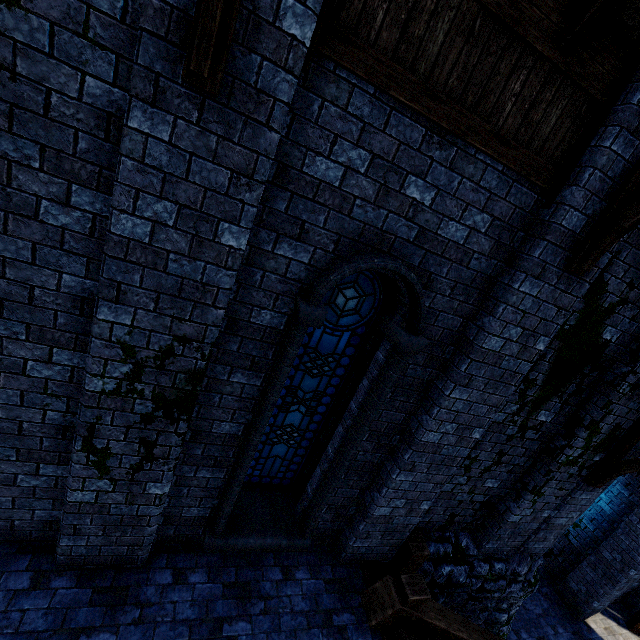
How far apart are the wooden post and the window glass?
2.1 meters

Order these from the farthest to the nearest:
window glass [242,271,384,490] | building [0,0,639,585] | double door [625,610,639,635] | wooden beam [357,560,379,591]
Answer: double door [625,610,639,635]
wooden beam [357,560,379,591]
window glass [242,271,384,490]
building [0,0,639,585]

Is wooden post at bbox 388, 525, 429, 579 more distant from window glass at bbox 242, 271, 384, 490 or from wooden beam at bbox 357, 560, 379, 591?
window glass at bbox 242, 271, 384, 490

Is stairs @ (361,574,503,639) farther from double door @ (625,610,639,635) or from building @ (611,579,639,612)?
double door @ (625,610,639,635)

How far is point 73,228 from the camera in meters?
2.6 m

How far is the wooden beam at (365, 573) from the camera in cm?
496

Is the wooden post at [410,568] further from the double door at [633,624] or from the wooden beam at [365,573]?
the double door at [633,624]

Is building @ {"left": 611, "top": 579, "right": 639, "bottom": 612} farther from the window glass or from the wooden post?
the window glass
